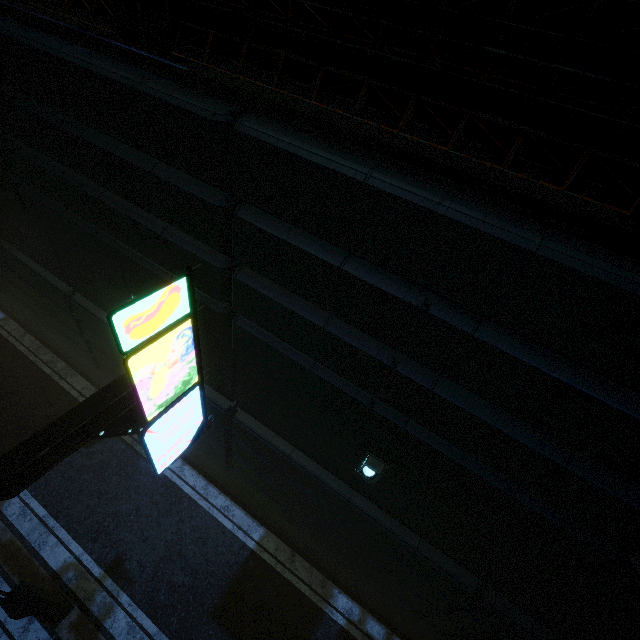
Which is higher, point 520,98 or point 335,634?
point 520,98

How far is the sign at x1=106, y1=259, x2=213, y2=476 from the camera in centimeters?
431cm

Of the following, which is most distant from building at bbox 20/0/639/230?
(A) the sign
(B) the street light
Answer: (B) the street light

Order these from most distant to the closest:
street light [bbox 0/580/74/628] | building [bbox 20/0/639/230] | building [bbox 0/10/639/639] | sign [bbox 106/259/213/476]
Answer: street light [bbox 0/580/74/628], sign [bbox 106/259/213/476], building [bbox 0/10/639/639], building [bbox 20/0/639/230]

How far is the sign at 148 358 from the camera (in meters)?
4.31

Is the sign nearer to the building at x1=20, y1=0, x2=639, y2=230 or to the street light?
the building at x1=20, y1=0, x2=639, y2=230

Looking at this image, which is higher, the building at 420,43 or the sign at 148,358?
the building at 420,43
